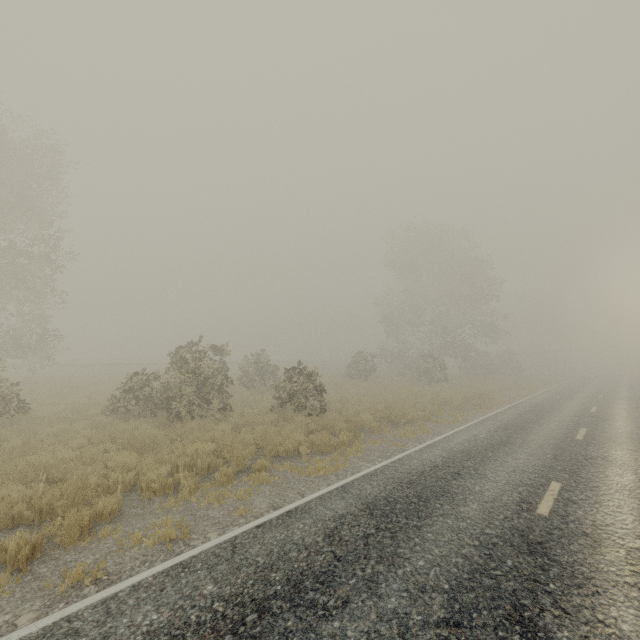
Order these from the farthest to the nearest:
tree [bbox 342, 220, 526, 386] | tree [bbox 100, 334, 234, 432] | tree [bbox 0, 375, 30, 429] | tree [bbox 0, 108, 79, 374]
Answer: tree [bbox 342, 220, 526, 386] → tree [bbox 0, 108, 79, 374] → tree [bbox 100, 334, 234, 432] → tree [bbox 0, 375, 30, 429]

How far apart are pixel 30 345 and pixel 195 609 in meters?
27.1

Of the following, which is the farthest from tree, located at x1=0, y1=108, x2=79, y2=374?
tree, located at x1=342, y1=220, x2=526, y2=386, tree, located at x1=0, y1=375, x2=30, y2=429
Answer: tree, located at x1=342, y1=220, x2=526, y2=386

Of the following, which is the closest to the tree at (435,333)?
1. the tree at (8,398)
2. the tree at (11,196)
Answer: the tree at (8,398)

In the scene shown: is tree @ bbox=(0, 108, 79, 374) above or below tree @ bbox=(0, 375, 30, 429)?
above

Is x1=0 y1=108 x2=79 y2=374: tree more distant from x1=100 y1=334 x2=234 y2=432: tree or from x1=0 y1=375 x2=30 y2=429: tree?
x1=100 y1=334 x2=234 y2=432: tree

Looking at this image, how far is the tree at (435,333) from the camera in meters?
32.6
